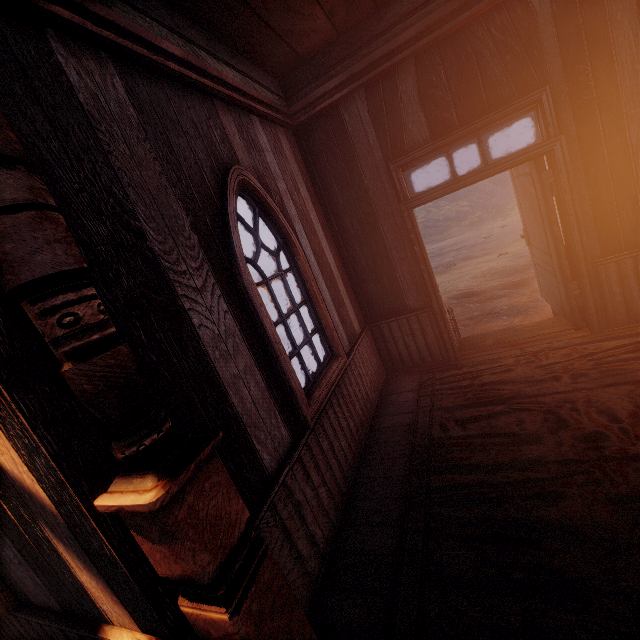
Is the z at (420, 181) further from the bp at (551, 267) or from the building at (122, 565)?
the bp at (551, 267)

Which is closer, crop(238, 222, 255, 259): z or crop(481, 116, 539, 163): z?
crop(481, 116, 539, 163): z

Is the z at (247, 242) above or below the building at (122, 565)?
above

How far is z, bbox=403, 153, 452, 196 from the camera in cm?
3300

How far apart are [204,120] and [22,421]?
2.5 meters

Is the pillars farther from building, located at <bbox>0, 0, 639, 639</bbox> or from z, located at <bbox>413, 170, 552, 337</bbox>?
z, located at <bbox>413, 170, 552, 337</bbox>

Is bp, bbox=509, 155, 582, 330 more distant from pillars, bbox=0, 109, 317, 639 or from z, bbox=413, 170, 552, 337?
pillars, bbox=0, 109, 317, 639
